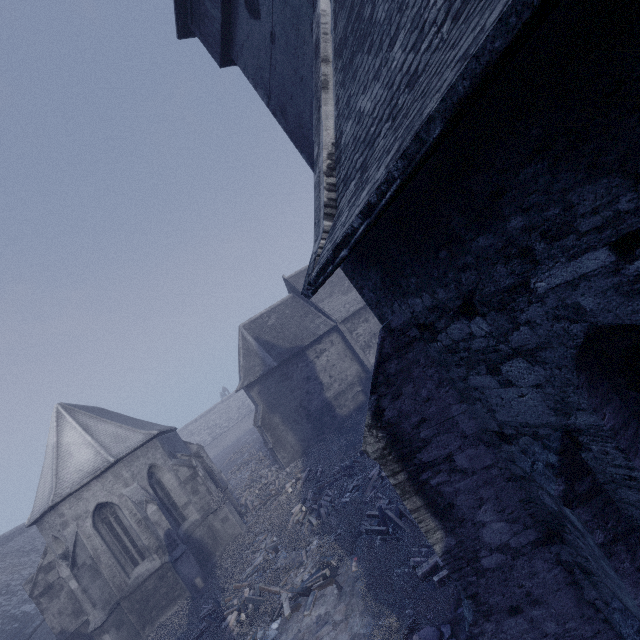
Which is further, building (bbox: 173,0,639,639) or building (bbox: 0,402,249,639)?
building (bbox: 0,402,249,639)

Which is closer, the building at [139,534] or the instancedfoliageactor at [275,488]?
the instancedfoliageactor at [275,488]

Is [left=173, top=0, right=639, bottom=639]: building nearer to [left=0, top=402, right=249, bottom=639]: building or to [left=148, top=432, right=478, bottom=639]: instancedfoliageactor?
[left=148, top=432, right=478, bottom=639]: instancedfoliageactor

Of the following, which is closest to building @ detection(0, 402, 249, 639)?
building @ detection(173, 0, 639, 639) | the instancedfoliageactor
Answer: the instancedfoliageactor

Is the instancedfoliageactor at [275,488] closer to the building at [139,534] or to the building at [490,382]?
the building at [490,382]

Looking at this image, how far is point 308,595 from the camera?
10.4m

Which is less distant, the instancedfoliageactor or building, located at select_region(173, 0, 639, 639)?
building, located at select_region(173, 0, 639, 639)
